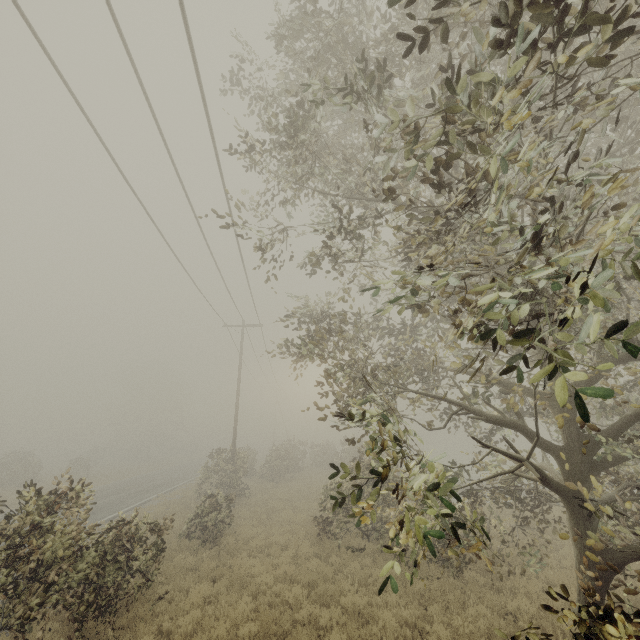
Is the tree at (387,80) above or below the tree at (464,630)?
above

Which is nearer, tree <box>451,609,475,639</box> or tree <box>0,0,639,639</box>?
tree <box>0,0,639,639</box>

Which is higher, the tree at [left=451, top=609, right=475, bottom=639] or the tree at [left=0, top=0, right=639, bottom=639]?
the tree at [left=0, top=0, right=639, bottom=639]

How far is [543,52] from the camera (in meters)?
6.74

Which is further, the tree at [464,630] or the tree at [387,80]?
the tree at [464,630]
